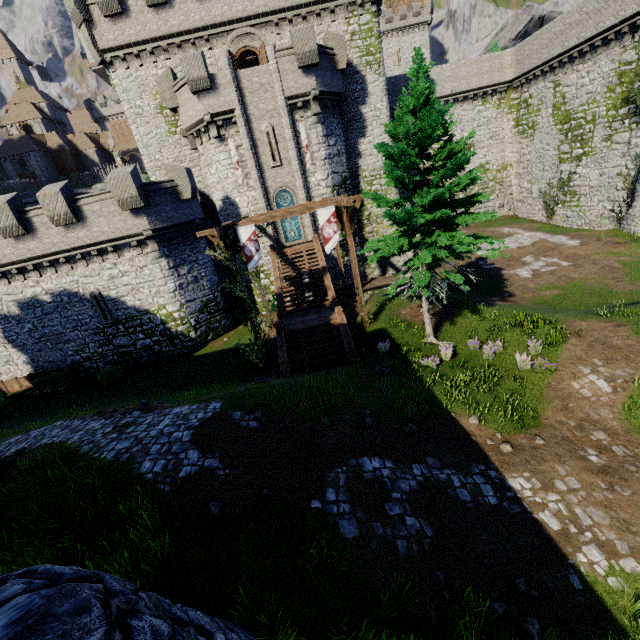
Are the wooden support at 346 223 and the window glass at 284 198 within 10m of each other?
yes

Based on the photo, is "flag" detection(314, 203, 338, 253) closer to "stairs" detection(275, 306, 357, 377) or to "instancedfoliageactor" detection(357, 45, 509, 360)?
"stairs" detection(275, 306, 357, 377)

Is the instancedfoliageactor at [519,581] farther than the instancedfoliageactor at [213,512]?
No

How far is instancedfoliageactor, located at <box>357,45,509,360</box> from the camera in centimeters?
1155cm

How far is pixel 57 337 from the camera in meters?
21.6

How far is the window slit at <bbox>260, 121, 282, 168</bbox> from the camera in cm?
2173

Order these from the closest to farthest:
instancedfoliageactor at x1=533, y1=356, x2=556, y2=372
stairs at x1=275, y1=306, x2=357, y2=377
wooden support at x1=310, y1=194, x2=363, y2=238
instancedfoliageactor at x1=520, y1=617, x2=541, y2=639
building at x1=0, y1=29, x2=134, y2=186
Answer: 1. instancedfoliageactor at x1=520, y1=617, x2=541, y2=639
2. instancedfoliageactor at x1=533, y1=356, x2=556, y2=372
3. stairs at x1=275, y1=306, x2=357, y2=377
4. wooden support at x1=310, y1=194, x2=363, y2=238
5. building at x1=0, y1=29, x2=134, y2=186

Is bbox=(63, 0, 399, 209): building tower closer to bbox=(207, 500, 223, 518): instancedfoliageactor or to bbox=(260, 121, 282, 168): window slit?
bbox=(260, 121, 282, 168): window slit
